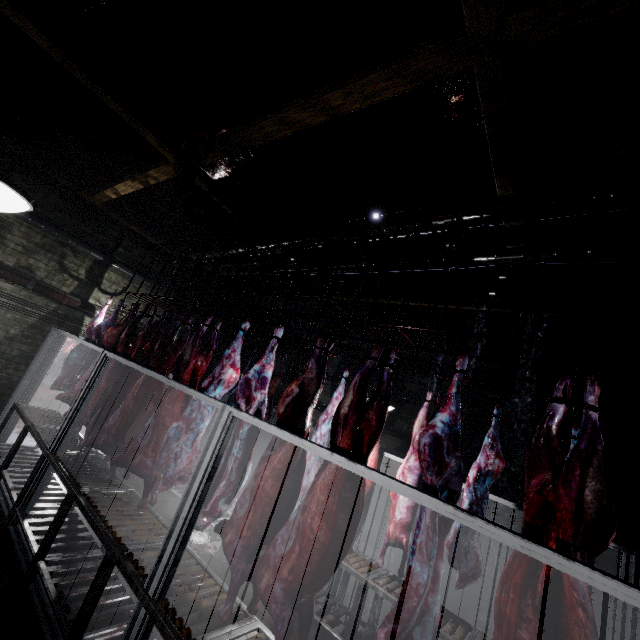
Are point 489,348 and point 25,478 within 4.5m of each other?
no

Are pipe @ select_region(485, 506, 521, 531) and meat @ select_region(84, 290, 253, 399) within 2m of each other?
no

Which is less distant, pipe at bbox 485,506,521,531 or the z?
the z

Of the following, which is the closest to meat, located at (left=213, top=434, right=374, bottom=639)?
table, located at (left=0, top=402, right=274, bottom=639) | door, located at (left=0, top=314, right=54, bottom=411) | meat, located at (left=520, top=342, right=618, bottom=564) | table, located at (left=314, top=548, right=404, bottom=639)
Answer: Result: table, located at (left=0, top=402, right=274, bottom=639)

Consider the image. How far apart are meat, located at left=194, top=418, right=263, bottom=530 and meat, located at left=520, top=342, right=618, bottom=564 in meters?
0.7 m

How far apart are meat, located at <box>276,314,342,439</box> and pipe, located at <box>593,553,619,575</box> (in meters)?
4.94

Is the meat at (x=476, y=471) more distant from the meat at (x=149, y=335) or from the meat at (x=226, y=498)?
the meat at (x=149, y=335)

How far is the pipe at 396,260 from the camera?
3.8m
